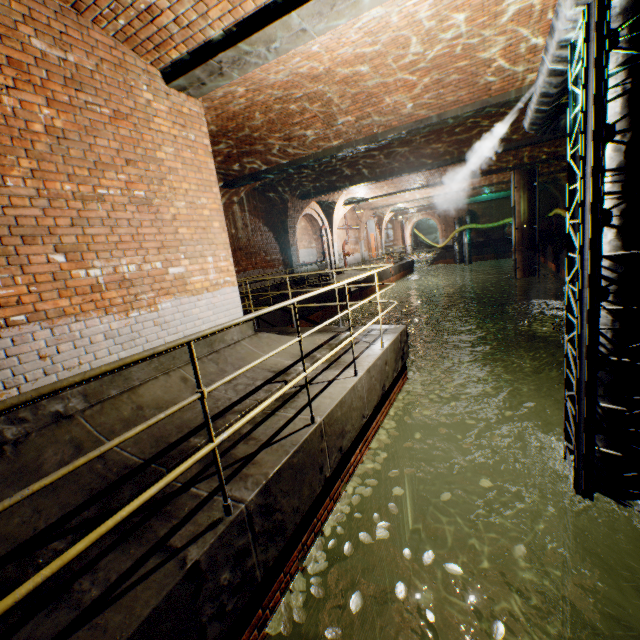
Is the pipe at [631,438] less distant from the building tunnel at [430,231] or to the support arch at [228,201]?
the support arch at [228,201]

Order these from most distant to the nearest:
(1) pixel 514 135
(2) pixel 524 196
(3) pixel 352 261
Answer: (3) pixel 352 261 → (2) pixel 524 196 → (1) pixel 514 135

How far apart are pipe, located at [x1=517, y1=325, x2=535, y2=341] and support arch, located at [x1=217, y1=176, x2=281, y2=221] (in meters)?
15.72

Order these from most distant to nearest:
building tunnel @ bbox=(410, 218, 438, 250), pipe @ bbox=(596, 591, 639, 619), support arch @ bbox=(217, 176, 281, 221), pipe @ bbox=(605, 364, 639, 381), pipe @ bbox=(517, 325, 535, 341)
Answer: building tunnel @ bbox=(410, 218, 438, 250) < pipe @ bbox=(517, 325, 535, 341) < support arch @ bbox=(217, 176, 281, 221) < pipe @ bbox=(596, 591, 639, 619) < pipe @ bbox=(605, 364, 639, 381)

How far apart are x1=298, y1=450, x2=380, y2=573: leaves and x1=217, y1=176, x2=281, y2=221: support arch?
8.47m

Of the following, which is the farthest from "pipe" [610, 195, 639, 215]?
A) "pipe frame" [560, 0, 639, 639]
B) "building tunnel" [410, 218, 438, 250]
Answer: "building tunnel" [410, 218, 438, 250]

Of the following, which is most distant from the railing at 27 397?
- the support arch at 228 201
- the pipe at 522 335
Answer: the pipe at 522 335
